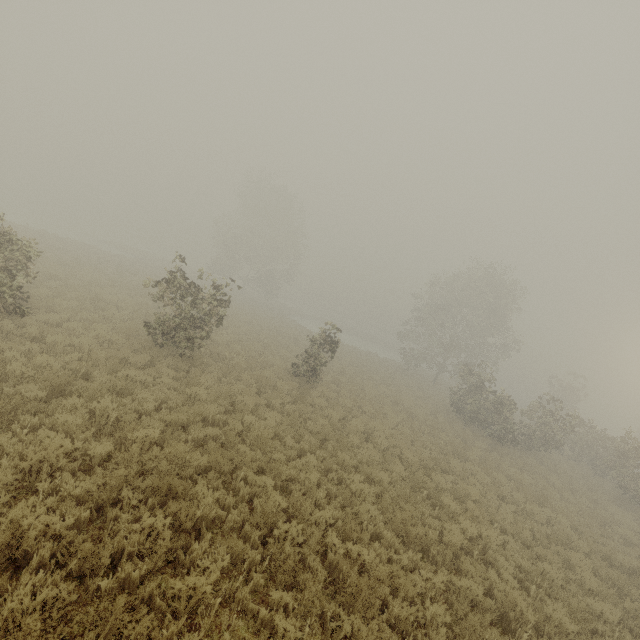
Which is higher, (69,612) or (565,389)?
(565,389)

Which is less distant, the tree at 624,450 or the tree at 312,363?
the tree at 312,363

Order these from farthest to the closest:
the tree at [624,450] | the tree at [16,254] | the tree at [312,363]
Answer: the tree at [624,450]
the tree at [312,363]
the tree at [16,254]

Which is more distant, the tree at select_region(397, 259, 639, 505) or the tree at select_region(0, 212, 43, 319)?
the tree at select_region(397, 259, 639, 505)

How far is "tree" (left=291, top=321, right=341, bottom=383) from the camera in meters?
16.1

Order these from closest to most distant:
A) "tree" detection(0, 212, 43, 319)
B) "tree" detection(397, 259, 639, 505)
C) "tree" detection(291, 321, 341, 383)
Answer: "tree" detection(0, 212, 43, 319)
"tree" detection(291, 321, 341, 383)
"tree" detection(397, 259, 639, 505)
